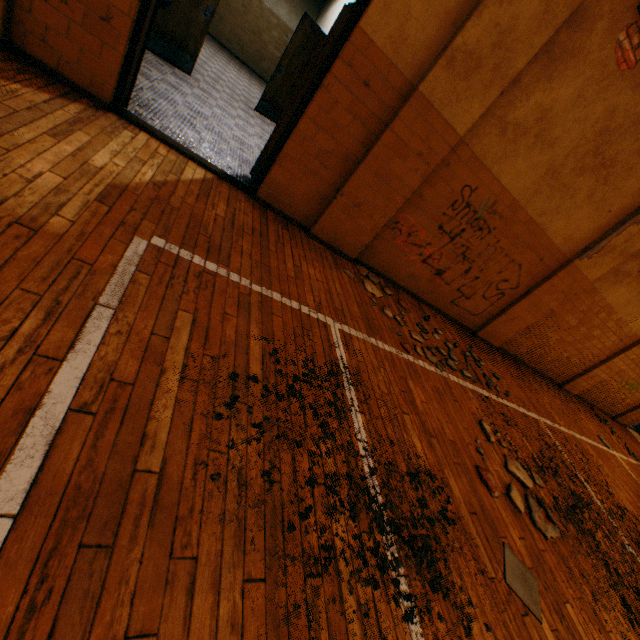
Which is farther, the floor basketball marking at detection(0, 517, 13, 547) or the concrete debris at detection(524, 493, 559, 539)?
the concrete debris at detection(524, 493, 559, 539)

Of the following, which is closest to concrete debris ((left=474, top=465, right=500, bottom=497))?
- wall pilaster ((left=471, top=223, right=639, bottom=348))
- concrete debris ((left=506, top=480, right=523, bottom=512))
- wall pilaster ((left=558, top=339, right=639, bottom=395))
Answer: concrete debris ((left=506, top=480, right=523, bottom=512))

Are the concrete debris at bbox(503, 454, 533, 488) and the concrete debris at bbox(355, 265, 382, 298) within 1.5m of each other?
no

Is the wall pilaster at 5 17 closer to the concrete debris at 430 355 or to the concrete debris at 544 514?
the concrete debris at 430 355

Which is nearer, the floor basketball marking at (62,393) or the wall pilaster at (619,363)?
the floor basketball marking at (62,393)

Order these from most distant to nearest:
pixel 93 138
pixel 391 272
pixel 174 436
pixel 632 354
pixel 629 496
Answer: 1. pixel 632 354
2. pixel 629 496
3. pixel 391 272
4. pixel 93 138
5. pixel 174 436

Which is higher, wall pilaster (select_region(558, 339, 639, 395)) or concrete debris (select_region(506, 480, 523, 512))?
wall pilaster (select_region(558, 339, 639, 395))

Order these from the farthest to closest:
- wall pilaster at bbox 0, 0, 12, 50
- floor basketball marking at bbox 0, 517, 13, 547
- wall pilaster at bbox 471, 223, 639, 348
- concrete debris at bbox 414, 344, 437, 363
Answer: wall pilaster at bbox 471, 223, 639, 348
concrete debris at bbox 414, 344, 437, 363
wall pilaster at bbox 0, 0, 12, 50
floor basketball marking at bbox 0, 517, 13, 547
